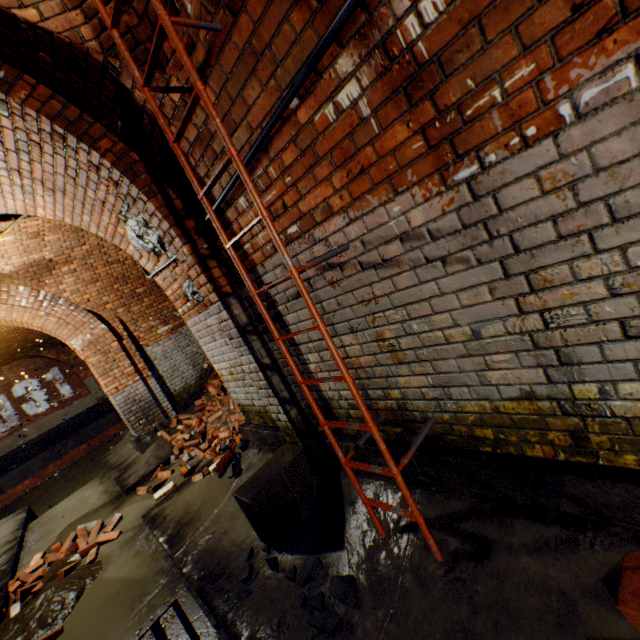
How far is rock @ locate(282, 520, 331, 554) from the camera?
2.52m

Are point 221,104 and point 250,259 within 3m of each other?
yes

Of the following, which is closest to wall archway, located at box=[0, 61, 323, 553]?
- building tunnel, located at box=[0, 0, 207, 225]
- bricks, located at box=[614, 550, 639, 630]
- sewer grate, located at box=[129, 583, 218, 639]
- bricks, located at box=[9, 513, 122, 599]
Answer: building tunnel, located at box=[0, 0, 207, 225]

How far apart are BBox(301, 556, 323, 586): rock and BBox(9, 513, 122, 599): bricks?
3.5 meters

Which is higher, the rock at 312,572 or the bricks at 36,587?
the rock at 312,572

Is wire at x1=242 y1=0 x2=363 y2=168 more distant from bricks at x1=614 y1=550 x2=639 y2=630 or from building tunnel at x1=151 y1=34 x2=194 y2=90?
bricks at x1=614 y1=550 x2=639 y2=630

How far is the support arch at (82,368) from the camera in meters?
16.7

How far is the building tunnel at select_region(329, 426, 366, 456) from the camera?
2.71m
